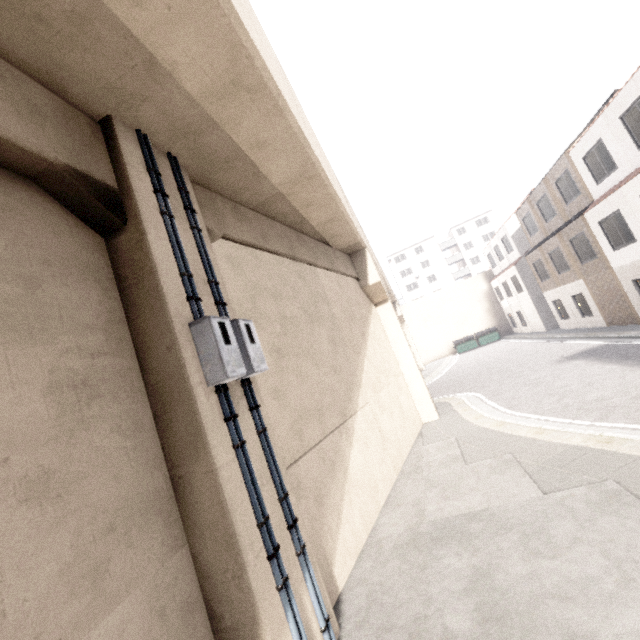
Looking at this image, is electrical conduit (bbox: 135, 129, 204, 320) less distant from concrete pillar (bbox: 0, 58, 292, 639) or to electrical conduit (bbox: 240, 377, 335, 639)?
concrete pillar (bbox: 0, 58, 292, 639)

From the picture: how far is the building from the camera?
57.3 meters

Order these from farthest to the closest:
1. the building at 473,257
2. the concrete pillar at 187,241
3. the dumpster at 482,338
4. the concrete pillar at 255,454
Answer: the building at 473,257 → the dumpster at 482,338 → the concrete pillar at 187,241 → the concrete pillar at 255,454

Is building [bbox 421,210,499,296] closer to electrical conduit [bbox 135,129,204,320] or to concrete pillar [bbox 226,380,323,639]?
concrete pillar [bbox 226,380,323,639]

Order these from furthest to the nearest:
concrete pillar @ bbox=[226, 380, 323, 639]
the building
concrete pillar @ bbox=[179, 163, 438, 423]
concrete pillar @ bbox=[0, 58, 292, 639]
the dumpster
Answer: the building, the dumpster, concrete pillar @ bbox=[179, 163, 438, 423], concrete pillar @ bbox=[226, 380, 323, 639], concrete pillar @ bbox=[0, 58, 292, 639]

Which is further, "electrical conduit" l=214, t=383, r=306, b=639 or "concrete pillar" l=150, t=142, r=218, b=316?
"concrete pillar" l=150, t=142, r=218, b=316

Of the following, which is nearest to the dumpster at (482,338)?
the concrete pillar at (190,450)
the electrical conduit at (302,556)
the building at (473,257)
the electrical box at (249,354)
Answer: the building at (473,257)

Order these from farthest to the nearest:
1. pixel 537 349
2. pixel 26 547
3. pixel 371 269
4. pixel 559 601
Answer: pixel 537 349
pixel 371 269
pixel 559 601
pixel 26 547
